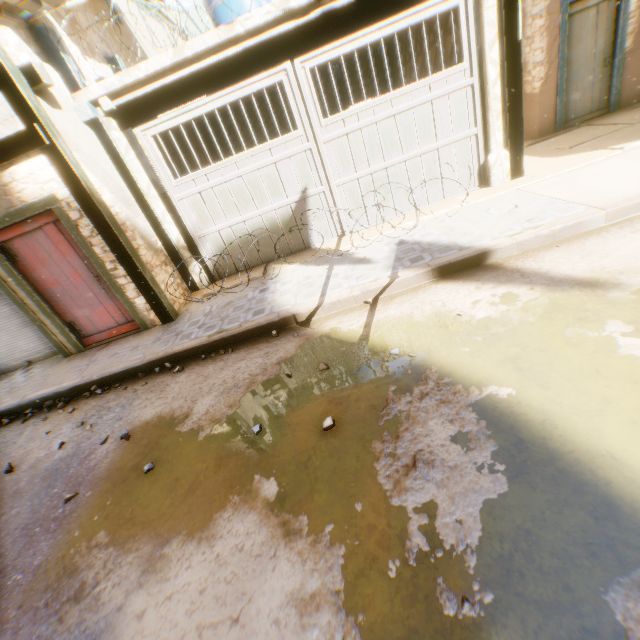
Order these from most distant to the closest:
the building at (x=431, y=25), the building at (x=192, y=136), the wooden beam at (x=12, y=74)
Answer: the building at (x=192, y=136) < the building at (x=431, y=25) < the wooden beam at (x=12, y=74)

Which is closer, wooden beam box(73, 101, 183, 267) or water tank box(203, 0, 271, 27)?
wooden beam box(73, 101, 183, 267)

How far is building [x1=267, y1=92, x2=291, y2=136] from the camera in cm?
1007

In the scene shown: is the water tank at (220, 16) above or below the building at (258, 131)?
above

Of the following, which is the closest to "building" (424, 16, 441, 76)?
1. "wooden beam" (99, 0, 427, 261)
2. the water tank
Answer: "wooden beam" (99, 0, 427, 261)

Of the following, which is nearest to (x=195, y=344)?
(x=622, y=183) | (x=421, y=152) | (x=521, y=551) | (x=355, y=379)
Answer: (x=355, y=379)
